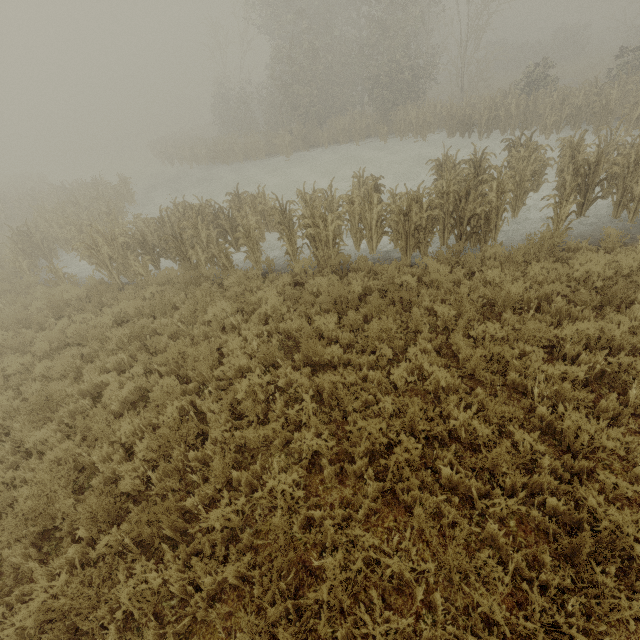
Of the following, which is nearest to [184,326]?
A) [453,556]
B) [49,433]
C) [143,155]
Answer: [49,433]
